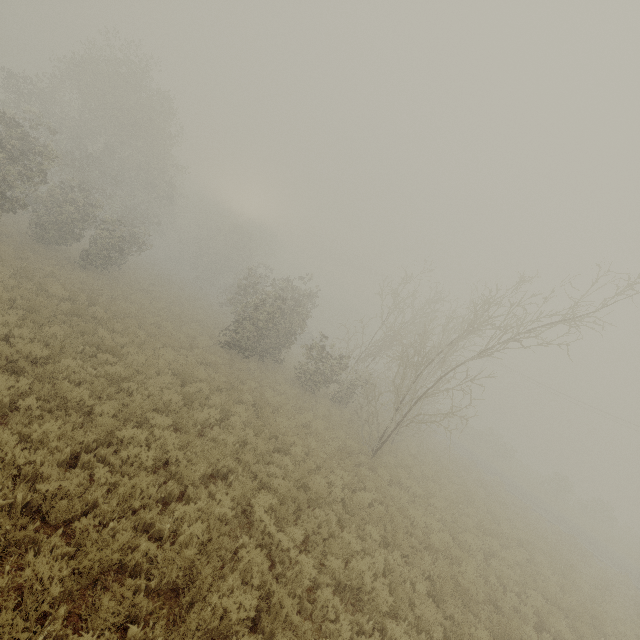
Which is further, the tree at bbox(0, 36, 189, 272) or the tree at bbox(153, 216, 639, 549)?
the tree at bbox(0, 36, 189, 272)

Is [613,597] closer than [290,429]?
No

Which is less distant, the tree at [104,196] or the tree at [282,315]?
the tree at [282,315]
